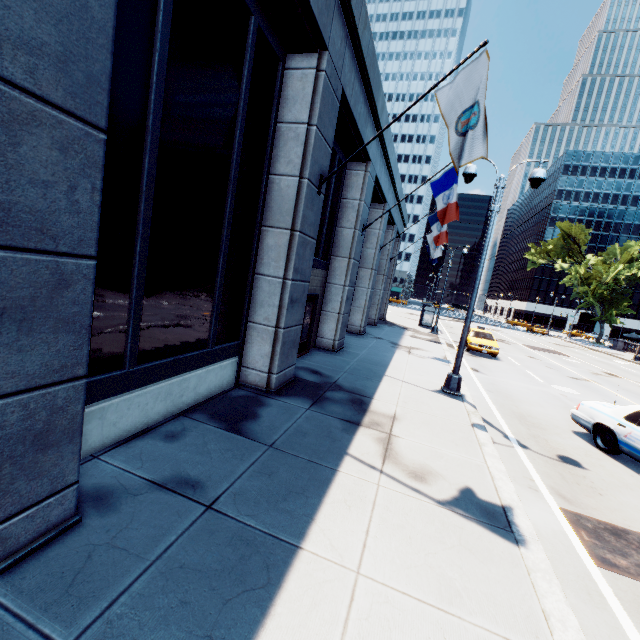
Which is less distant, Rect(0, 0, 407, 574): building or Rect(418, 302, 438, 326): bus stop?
Rect(0, 0, 407, 574): building

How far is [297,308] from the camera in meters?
8.3

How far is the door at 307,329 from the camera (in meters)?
11.62

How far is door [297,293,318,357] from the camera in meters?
11.6 m

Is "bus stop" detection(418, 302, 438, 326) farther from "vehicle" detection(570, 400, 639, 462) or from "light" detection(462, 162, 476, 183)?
"vehicle" detection(570, 400, 639, 462)

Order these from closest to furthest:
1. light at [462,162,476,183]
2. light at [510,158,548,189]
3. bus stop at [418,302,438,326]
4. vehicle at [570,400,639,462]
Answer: vehicle at [570,400,639,462] < light at [510,158,548,189] < light at [462,162,476,183] < bus stop at [418,302,438,326]

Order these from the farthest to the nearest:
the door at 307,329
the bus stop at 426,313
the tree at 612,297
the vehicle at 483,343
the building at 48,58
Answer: the tree at 612,297
the bus stop at 426,313
the vehicle at 483,343
the door at 307,329
the building at 48,58

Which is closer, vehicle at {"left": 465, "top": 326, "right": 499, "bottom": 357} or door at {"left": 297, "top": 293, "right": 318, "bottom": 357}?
door at {"left": 297, "top": 293, "right": 318, "bottom": 357}
